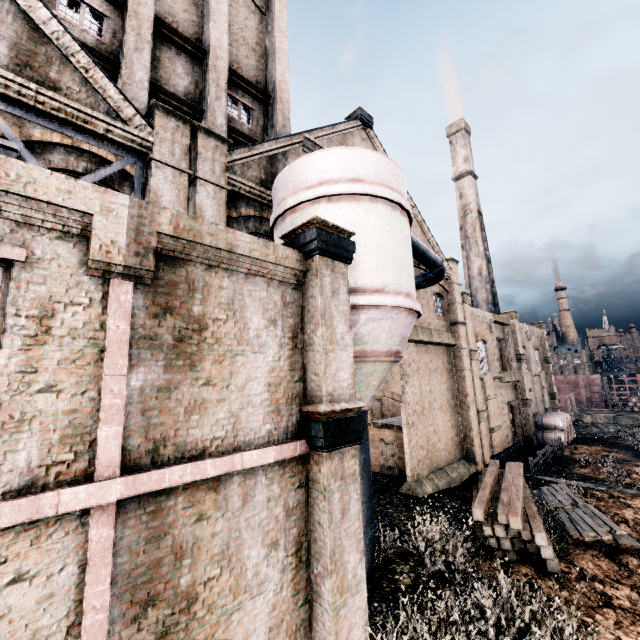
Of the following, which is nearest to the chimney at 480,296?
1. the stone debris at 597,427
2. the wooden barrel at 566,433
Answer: the wooden barrel at 566,433

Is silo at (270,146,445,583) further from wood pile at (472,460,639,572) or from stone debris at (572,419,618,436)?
stone debris at (572,419,618,436)

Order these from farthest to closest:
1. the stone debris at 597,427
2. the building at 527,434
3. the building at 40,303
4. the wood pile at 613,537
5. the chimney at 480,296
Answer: the chimney at 480,296 → the stone debris at 597,427 → the building at 527,434 → the wood pile at 613,537 → the building at 40,303

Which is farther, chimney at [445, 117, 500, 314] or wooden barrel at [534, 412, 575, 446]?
chimney at [445, 117, 500, 314]

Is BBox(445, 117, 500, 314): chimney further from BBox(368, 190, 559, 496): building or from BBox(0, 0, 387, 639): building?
BBox(368, 190, 559, 496): building

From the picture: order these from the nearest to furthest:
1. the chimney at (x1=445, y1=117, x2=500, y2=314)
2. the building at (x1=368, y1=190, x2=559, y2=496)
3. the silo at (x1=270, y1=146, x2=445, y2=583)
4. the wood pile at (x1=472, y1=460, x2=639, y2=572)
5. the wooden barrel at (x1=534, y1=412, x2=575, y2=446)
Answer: the silo at (x1=270, y1=146, x2=445, y2=583) → the wood pile at (x1=472, y1=460, x2=639, y2=572) → the building at (x1=368, y1=190, x2=559, y2=496) → the wooden barrel at (x1=534, y1=412, x2=575, y2=446) → the chimney at (x1=445, y1=117, x2=500, y2=314)

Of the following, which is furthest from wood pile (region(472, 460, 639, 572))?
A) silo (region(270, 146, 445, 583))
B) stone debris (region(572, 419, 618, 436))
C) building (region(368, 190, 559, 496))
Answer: building (region(368, 190, 559, 496))

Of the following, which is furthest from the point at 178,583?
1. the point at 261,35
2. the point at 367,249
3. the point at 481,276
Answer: the point at 481,276
